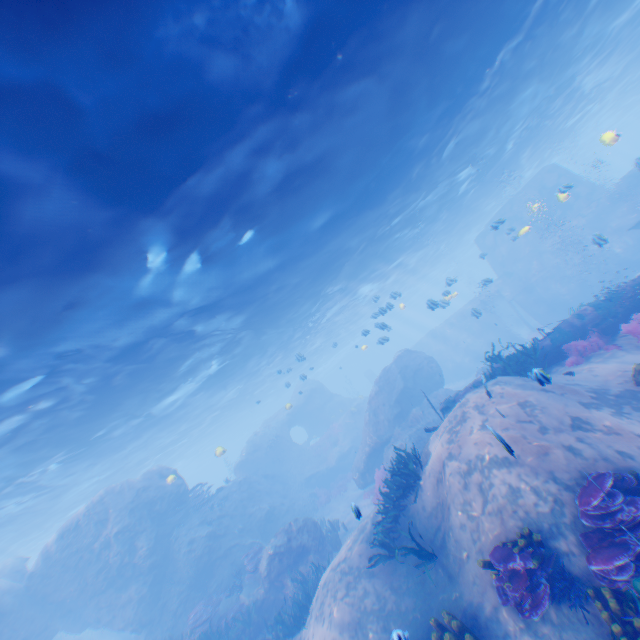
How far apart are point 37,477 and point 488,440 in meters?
24.1

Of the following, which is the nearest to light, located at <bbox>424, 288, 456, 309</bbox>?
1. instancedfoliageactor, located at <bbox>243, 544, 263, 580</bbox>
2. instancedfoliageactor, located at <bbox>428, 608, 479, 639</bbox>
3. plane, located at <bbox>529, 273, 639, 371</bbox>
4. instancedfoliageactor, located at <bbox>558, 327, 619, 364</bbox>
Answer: plane, located at <bbox>529, 273, 639, 371</bbox>

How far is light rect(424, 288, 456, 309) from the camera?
14.9m

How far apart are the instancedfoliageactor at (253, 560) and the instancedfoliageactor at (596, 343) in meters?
15.3

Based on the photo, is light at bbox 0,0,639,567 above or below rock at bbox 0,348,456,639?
above

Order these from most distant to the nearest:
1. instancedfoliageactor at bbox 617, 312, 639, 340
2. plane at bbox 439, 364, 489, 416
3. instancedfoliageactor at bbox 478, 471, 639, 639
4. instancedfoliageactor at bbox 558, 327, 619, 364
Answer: plane at bbox 439, 364, 489, 416
instancedfoliageactor at bbox 558, 327, 619, 364
instancedfoliageactor at bbox 617, 312, 639, 340
instancedfoliageactor at bbox 478, 471, 639, 639

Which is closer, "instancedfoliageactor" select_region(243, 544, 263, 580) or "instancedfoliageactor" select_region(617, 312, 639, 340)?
"instancedfoliageactor" select_region(617, 312, 639, 340)

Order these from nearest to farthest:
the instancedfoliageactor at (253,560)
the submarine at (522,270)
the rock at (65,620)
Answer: the instancedfoliageactor at (253,560) < the rock at (65,620) < the submarine at (522,270)
